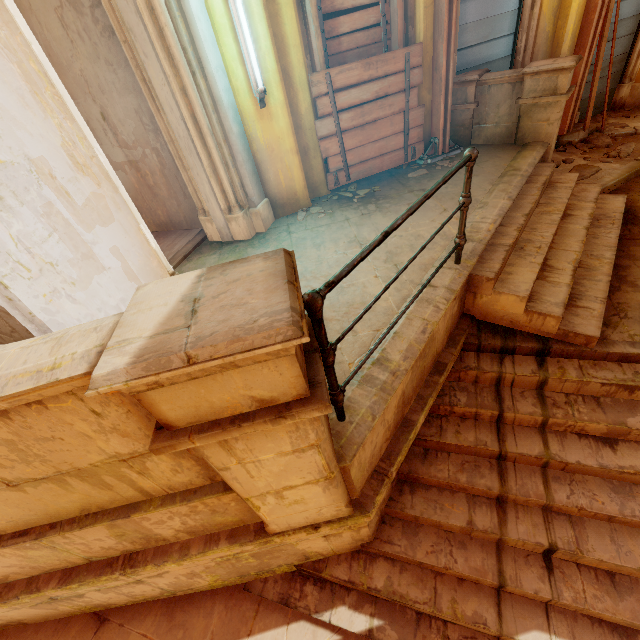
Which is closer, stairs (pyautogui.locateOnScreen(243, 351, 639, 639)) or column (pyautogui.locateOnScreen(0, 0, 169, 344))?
column (pyautogui.locateOnScreen(0, 0, 169, 344))

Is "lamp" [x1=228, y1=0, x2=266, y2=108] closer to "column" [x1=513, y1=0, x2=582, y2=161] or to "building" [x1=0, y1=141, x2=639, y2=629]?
"column" [x1=513, y1=0, x2=582, y2=161]

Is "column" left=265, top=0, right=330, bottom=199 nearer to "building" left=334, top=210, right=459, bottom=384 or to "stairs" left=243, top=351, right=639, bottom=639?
"building" left=334, top=210, right=459, bottom=384

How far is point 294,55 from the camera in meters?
3.9 m

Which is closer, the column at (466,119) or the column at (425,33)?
the column at (425,33)

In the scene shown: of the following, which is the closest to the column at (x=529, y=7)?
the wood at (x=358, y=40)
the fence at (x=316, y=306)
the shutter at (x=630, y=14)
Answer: the wood at (x=358, y=40)

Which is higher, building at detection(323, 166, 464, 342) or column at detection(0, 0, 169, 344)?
column at detection(0, 0, 169, 344)

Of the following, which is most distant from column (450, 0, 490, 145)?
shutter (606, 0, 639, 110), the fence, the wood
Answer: the fence
